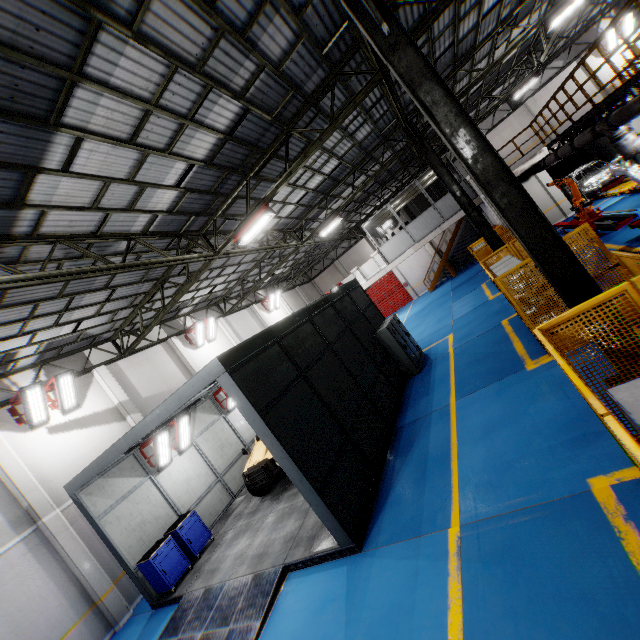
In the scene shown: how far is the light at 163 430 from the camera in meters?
8.2 m

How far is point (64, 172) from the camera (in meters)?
6.12

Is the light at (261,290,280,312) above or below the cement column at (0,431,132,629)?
above

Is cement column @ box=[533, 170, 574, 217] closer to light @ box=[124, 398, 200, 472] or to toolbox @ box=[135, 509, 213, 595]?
light @ box=[124, 398, 200, 472]

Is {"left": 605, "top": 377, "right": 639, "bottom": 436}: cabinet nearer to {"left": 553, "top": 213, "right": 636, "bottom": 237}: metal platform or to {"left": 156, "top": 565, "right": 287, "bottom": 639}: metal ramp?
{"left": 156, "top": 565, "right": 287, "bottom": 639}: metal ramp

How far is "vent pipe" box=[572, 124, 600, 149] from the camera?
10.7m

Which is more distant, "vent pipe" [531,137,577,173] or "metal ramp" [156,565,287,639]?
"vent pipe" [531,137,577,173]

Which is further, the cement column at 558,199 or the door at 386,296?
the door at 386,296
